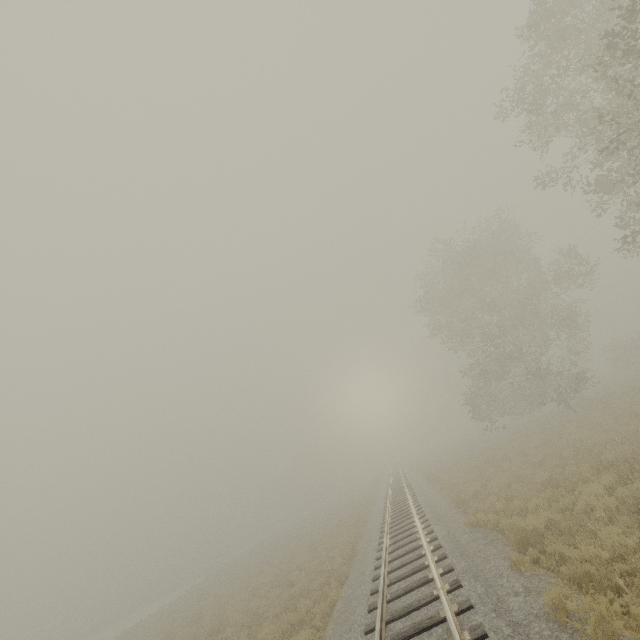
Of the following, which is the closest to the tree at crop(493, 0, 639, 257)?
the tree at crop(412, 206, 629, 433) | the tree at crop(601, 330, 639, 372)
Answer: the tree at crop(412, 206, 629, 433)

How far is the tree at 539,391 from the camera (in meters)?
23.00

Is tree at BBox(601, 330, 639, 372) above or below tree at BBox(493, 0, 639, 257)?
below

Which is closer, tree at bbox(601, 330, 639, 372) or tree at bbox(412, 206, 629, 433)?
tree at bbox(412, 206, 629, 433)

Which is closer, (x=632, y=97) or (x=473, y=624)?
(x=473, y=624)

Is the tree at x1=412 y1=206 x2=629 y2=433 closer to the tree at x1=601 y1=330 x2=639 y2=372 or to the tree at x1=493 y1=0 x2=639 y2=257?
the tree at x1=601 y1=330 x2=639 y2=372

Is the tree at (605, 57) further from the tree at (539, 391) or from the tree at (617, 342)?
the tree at (617, 342)

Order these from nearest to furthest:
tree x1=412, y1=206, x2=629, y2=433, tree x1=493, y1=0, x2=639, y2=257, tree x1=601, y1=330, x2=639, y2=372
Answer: tree x1=493, y1=0, x2=639, y2=257 → tree x1=412, y1=206, x2=629, y2=433 → tree x1=601, y1=330, x2=639, y2=372
